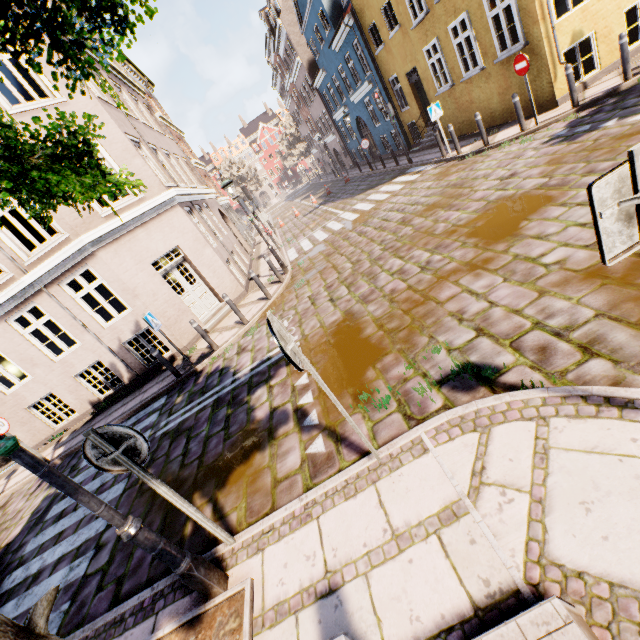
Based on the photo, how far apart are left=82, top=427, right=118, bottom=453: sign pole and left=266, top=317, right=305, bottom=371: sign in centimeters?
181cm

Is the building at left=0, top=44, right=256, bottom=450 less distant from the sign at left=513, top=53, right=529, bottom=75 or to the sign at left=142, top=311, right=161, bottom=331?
the sign at left=513, top=53, right=529, bottom=75

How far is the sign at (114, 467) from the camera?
2.81m

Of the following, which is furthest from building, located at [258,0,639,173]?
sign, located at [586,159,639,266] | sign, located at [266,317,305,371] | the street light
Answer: sign, located at [586,159,639,266]

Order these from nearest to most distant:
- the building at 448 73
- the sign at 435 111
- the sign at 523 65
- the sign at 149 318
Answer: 1. the sign at 149 318
2. the sign at 523 65
3. the building at 448 73
4. the sign at 435 111

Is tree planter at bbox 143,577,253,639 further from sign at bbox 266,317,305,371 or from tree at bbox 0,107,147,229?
sign at bbox 266,317,305,371

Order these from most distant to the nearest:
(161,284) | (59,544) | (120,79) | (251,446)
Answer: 1. (120,79)
2. (161,284)
3. (59,544)
4. (251,446)

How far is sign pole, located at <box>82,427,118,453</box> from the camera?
2.73m
